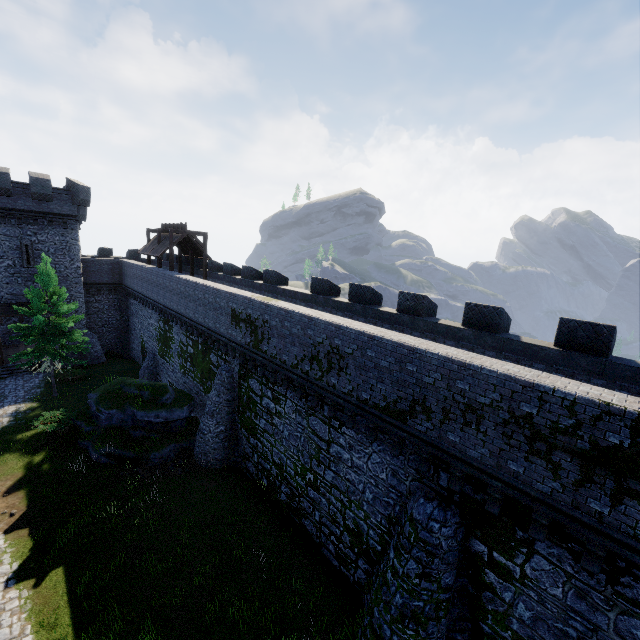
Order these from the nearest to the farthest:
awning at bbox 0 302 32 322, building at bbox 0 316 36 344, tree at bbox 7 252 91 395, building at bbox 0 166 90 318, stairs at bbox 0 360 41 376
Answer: tree at bbox 7 252 91 395 < building at bbox 0 166 90 318 < awning at bbox 0 302 32 322 < building at bbox 0 316 36 344 < stairs at bbox 0 360 41 376

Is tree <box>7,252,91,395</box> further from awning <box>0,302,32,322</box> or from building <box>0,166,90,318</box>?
building <box>0,166,90,318</box>

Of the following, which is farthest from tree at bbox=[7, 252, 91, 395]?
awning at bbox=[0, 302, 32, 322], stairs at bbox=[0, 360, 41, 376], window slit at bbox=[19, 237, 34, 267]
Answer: window slit at bbox=[19, 237, 34, 267]

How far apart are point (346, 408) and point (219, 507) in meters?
9.4

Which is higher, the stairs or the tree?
the tree

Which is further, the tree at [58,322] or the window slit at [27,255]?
the window slit at [27,255]

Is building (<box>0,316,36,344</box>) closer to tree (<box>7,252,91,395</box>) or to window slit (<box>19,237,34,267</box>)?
window slit (<box>19,237,34,267</box>)

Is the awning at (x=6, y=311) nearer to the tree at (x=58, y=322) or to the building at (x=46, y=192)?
the building at (x=46, y=192)
